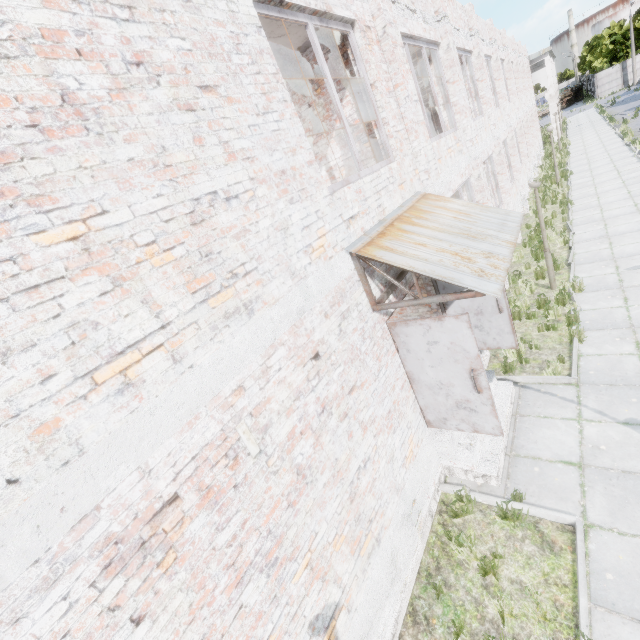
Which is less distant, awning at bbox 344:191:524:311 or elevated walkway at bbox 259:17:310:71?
awning at bbox 344:191:524:311

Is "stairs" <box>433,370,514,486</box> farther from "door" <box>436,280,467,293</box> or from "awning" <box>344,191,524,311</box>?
"awning" <box>344,191,524,311</box>

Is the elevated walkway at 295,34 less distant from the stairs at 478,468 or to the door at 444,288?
the door at 444,288

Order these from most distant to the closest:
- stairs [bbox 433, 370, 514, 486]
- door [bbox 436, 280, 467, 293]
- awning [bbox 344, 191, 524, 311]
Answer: door [bbox 436, 280, 467, 293], stairs [bbox 433, 370, 514, 486], awning [bbox 344, 191, 524, 311]

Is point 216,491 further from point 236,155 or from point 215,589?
point 236,155

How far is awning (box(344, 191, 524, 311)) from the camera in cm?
388

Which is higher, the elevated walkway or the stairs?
the elevated walkway

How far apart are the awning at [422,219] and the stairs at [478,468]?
2.80m
